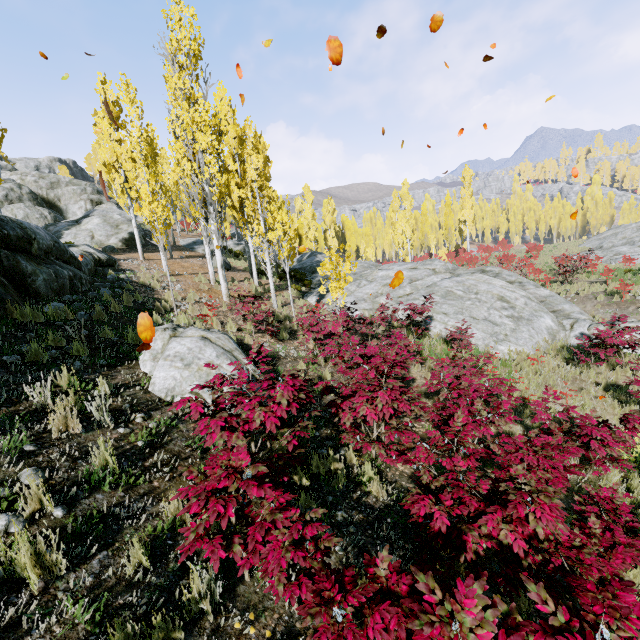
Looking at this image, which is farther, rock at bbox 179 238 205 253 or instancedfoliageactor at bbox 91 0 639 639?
rock at bbox 179 238 205 253

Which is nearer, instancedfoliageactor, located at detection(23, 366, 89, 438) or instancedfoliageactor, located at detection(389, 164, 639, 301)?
instancedfoliageactor, located at detection(23, 366, 89, 438)

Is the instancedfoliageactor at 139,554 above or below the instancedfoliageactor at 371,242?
below

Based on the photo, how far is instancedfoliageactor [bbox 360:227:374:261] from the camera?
46.00m

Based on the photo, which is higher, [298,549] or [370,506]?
[298,549]

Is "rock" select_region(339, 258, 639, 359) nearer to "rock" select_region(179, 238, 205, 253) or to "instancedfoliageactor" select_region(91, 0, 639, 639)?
"instancedfoliageactor" select_region(91, 0, 639, 639)

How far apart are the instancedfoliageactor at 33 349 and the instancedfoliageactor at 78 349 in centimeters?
18cm

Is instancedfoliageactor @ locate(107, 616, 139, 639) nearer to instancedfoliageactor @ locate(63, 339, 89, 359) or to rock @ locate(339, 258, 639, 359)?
rock @ locate(339, 258, 639, 359)
